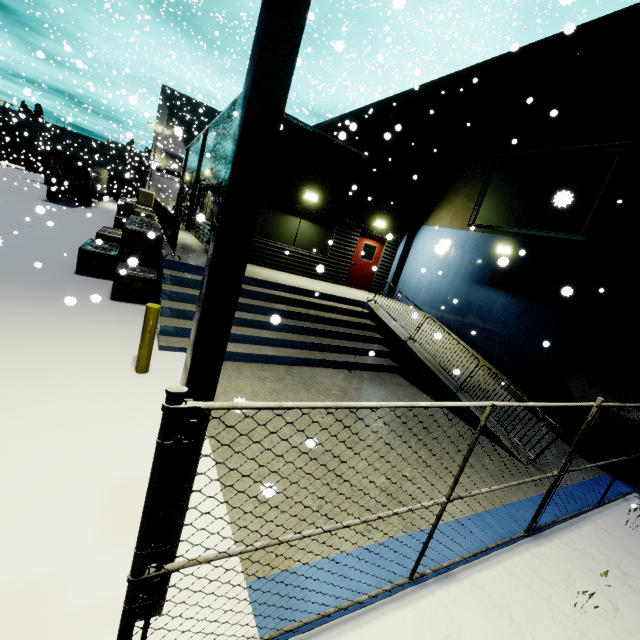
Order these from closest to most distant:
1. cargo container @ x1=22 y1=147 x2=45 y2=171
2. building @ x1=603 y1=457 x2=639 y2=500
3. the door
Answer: building @ x1=603 y1=457 x2=639 y2=500, the door, cargo container @ x1=22 y1=147 x2=45 y2=171

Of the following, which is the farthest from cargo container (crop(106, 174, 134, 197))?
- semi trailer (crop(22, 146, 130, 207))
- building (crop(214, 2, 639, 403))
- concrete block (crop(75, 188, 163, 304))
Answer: concrete block (crop(75, 188, 163, 304))

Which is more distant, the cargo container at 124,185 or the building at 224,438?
the cargo container at 124,185

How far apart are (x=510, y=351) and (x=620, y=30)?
8.8 meters

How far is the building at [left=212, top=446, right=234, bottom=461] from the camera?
4.13m

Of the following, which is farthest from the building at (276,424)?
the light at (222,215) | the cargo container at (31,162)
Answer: the light at (222,215)
